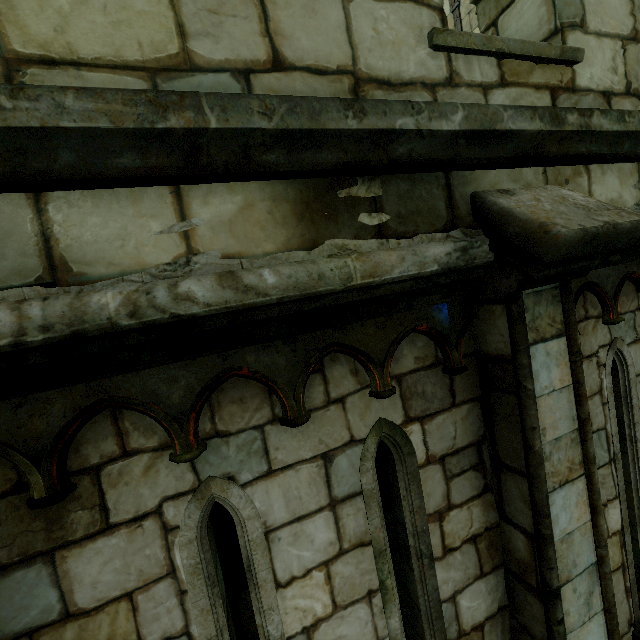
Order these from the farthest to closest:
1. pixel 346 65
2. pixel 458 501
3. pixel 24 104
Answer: pixel 458 501
pixel 346 65
pixel 24 104
